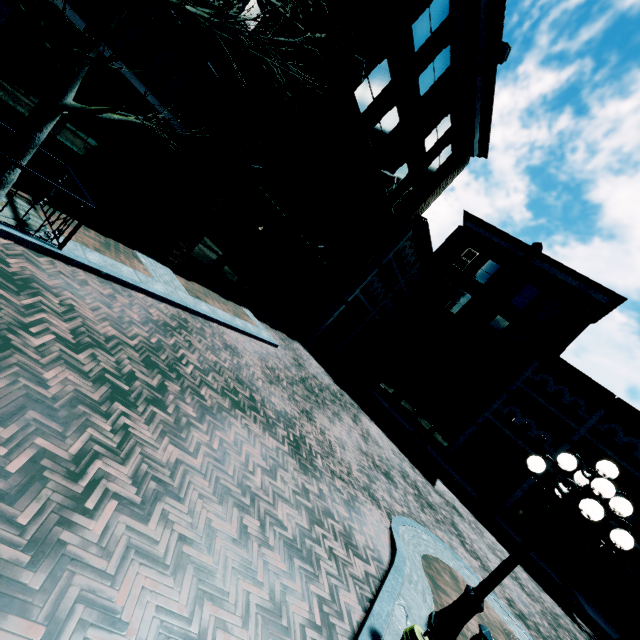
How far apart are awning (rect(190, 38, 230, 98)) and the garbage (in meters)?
4.67

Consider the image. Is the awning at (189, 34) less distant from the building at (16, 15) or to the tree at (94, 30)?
the building at (16, 15)

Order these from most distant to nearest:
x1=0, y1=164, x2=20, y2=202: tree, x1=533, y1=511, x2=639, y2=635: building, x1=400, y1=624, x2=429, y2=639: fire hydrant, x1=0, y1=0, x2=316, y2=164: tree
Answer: x1=533, y1=511, x2=639, y2=635: building → x1=0, y1=164, x2=20, y2=202: tree → x1=0, y1=0, x2=316, y2=164: tree → x1=400, y1=624, x2=429, y2=639: fire hydrant

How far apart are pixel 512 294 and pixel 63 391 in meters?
25.3

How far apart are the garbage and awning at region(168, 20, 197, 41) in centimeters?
457cm

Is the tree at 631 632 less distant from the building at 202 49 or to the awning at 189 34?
the building at 202 49

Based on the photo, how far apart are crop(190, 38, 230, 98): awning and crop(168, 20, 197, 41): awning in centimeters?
49cm

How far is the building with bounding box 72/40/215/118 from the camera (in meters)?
9.59
